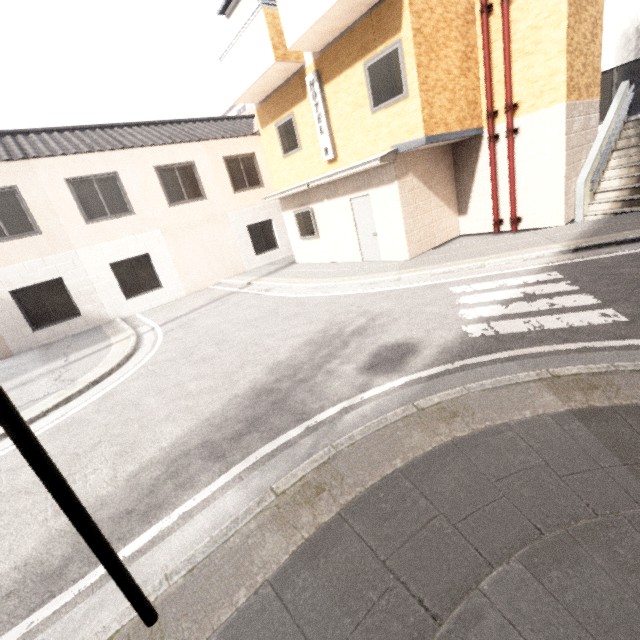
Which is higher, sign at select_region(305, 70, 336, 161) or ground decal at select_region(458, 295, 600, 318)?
sign at select_region(305, 70, 336, 161)

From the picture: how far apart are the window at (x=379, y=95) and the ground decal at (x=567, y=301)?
4.8m

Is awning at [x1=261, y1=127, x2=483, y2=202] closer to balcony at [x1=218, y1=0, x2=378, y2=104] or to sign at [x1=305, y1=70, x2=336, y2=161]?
sign at [x1=305, y1=70, x2=336, y2=161]

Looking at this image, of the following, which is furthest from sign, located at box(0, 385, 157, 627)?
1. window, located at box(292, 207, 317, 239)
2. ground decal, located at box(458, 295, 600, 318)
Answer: window, located at box(292, 207, 317, 239)

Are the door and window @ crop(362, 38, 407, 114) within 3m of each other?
yes

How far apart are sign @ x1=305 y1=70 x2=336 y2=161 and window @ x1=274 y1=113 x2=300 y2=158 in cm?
107

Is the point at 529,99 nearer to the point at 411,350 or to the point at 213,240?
the point at 411,350

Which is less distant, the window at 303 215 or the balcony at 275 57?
the balcony at 275 57
